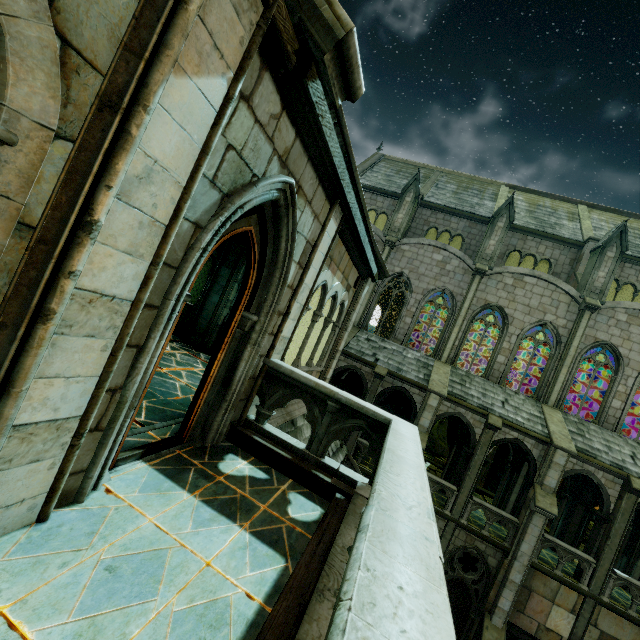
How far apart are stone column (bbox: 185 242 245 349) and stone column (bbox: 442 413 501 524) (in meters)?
13.53

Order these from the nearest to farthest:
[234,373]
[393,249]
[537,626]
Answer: [234,373] → [537,626] → [393,249]

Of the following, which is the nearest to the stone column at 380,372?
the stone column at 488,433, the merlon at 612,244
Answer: the stone column at 488,433

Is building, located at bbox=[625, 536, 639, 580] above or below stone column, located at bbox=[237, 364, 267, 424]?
below

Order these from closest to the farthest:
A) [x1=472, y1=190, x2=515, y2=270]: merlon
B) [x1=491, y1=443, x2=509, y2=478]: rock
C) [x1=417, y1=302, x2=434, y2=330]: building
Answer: [x1=472, y1=190, x2=515, y2=270]: merlon
[x1=491, y1=443, x2=509, y2=478]: rock
[x1=417, y1=302, x2=434, y2=330]: building

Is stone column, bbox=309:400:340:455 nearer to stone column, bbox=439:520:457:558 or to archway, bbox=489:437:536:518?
archway, bbox=489:437:536:518

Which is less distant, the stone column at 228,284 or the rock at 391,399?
the stone column at 228,284

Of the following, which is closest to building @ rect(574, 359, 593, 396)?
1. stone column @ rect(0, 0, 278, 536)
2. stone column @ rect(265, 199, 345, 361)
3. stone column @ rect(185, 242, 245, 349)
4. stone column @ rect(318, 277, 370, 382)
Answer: stone column @ rect(185, 242, 245, 349)
